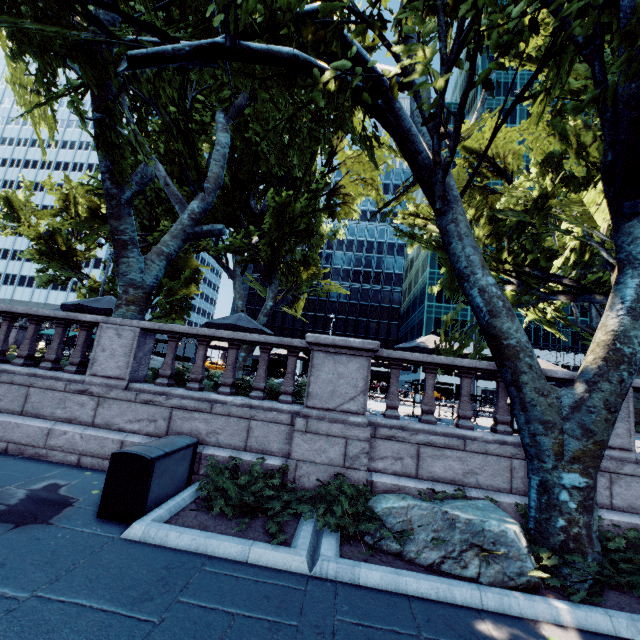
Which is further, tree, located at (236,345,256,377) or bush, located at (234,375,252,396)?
tree, located at (236,345,256,377)

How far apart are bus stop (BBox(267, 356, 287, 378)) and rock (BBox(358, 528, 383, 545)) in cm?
2596

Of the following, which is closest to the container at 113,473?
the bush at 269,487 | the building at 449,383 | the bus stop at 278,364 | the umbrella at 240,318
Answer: the bush at 269,487

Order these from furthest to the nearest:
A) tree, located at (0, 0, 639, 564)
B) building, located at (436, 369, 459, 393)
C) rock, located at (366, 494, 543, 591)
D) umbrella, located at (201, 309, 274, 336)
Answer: building, located at (436, 369, 459, 393)
umbrella, located at (201, 309, 274, 336)
tree, located at (0, 0, 639, 564)
rock, located at (366, 494, 543, 591)

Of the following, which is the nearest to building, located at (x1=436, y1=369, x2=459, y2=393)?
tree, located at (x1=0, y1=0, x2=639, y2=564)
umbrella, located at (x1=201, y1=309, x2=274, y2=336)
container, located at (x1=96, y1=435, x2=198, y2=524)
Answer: tree, located at (x1=0, y1=0, x2=639, y2=564)

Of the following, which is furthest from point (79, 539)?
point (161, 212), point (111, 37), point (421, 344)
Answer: point (161, 212)

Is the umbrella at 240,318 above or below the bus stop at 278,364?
above

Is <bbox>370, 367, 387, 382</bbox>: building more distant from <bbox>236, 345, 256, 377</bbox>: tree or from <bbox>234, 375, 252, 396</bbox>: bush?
<bbox>234, 375, 252, 396</bbox>: bush
